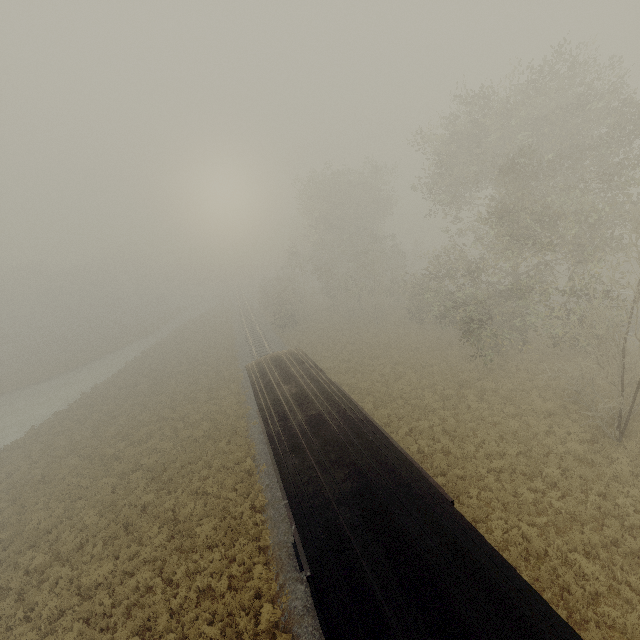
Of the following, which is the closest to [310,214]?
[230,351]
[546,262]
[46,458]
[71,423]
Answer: [230,351]
